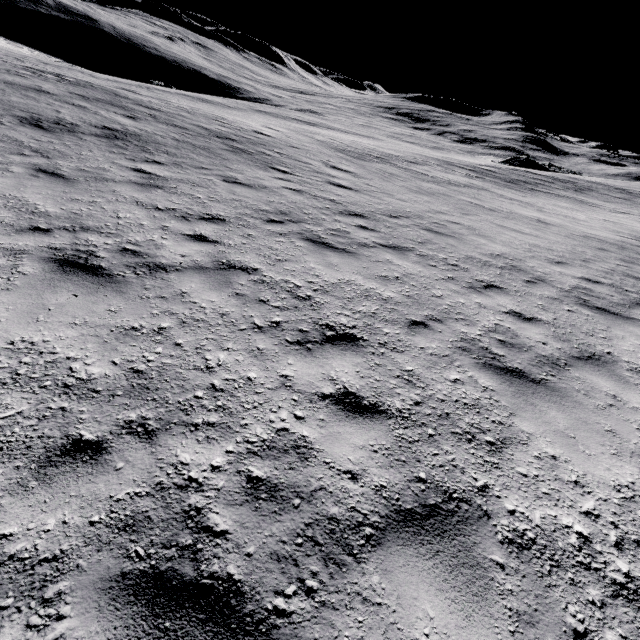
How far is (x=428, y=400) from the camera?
3.5m
